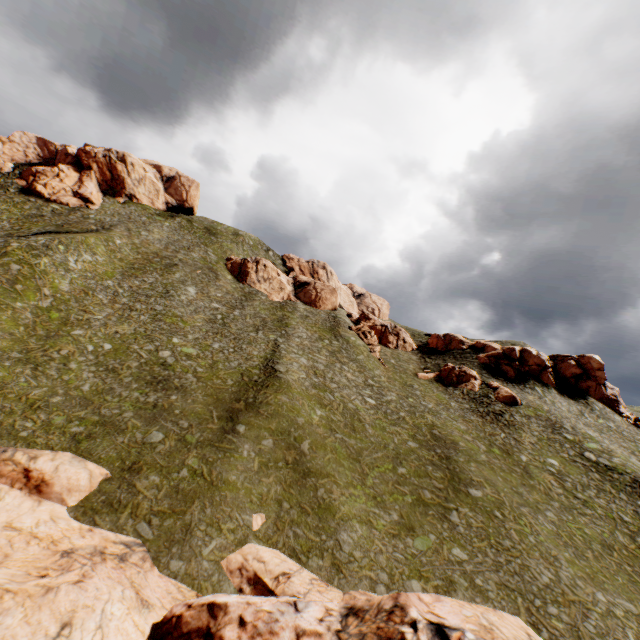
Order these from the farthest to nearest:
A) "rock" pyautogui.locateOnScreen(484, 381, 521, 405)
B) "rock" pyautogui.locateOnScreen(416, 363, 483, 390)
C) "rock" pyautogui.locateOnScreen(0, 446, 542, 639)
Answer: "rock" pyautogui.locateOnScreen(416, 363, 483, 390)
"rock" pyautogui.locateOnScreen(484, 381, 521, 405)
"rock" pyautogui.locateOnScreen(0, 446, 542, 639)

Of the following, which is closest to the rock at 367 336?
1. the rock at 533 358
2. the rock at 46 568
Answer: the rock at 533 358

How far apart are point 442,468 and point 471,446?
6.91m

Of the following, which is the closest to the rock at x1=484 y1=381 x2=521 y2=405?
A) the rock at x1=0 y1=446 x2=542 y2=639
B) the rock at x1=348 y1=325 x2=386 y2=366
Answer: the rock at x1=348 y1=325 x2=386 y2=366

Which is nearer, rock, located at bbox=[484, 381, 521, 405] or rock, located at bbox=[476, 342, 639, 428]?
rock, located at bbox=[484, 381, 521, 405]

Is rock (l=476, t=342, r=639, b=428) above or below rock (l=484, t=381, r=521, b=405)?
above

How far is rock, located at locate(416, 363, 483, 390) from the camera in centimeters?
4928cm

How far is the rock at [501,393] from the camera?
44.3m
